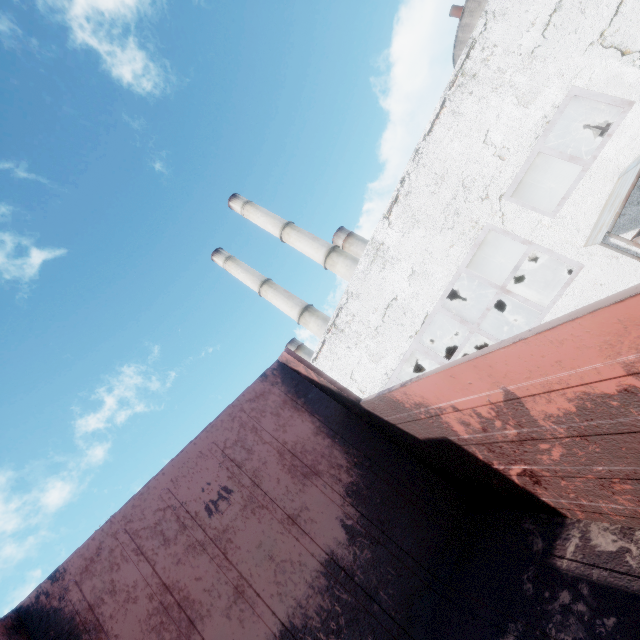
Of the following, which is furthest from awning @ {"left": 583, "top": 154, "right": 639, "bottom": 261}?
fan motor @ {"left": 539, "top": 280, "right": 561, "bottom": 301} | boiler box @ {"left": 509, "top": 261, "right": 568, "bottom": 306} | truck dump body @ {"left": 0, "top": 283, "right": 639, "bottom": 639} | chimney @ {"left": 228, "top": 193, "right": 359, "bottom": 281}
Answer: chimney @ {"left": 228, "top": 193, "right": 359, "bottom": 281}

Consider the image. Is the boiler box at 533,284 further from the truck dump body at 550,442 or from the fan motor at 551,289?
the truck dump body at 550,442

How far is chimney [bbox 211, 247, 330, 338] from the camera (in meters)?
34.12

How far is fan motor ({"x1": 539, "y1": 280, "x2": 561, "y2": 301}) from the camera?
13.8 meters

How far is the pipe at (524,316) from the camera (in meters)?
22.58

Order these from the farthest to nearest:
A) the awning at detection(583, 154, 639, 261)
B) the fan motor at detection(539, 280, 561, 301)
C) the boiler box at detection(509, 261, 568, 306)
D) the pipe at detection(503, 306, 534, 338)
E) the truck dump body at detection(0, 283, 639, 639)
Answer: the pipe at detection(503, 306, 534, 338) → the boiler box at detection(509, 261, 568, 306) → the fan motor at detection(539, 280, 561, 301) → the awning at detection(583, 154, 639, 261) → the truck dump body at detection(0, 283, 639, 639)

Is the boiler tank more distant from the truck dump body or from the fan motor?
the truck dump body

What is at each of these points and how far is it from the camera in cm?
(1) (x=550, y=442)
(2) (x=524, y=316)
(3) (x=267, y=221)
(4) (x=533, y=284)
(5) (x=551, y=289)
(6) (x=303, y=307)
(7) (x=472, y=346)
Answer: (1) truck dump body, 190
(2) pipe, 2270
(3) chimney, 3525
(4) boiler box, 1509
(5) fan motor, 1406
(6) chimney, 3481
(7) boiler tank, 1773
